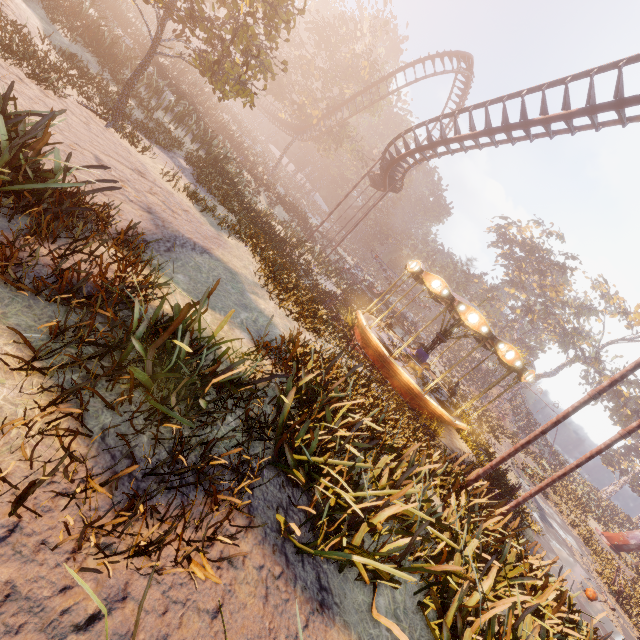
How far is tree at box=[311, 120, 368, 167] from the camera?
37.56m

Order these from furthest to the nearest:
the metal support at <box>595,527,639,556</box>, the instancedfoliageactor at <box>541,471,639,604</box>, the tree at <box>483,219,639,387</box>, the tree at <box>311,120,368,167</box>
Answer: the tree at <box>483,219,639,387</box>, the tree at <box>311,120,368,167</box>, the metal support at <box>595,527,639,556</box>, the instancedfoliageactor at <box>541,471,639,604</box>

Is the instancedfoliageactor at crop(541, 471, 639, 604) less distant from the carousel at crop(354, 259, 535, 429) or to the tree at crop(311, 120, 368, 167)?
the carousel at crop(354, 259, 535, 429)

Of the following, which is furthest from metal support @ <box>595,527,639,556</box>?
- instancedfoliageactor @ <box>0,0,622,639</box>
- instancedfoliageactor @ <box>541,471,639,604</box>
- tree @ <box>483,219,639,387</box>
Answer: tree @ <box>483,219,639,387</box>

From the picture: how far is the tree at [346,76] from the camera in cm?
3438

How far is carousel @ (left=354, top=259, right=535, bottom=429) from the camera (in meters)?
12.54

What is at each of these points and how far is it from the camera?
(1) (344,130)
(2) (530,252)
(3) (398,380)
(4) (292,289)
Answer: (1) tree, 37.00m
(2) tree, 47.22m
(3) carousel, 13.89m
(4) instancedfoliageactor, 9.95m

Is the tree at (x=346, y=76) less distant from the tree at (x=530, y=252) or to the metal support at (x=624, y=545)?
the tree at (x=530, y=252)
